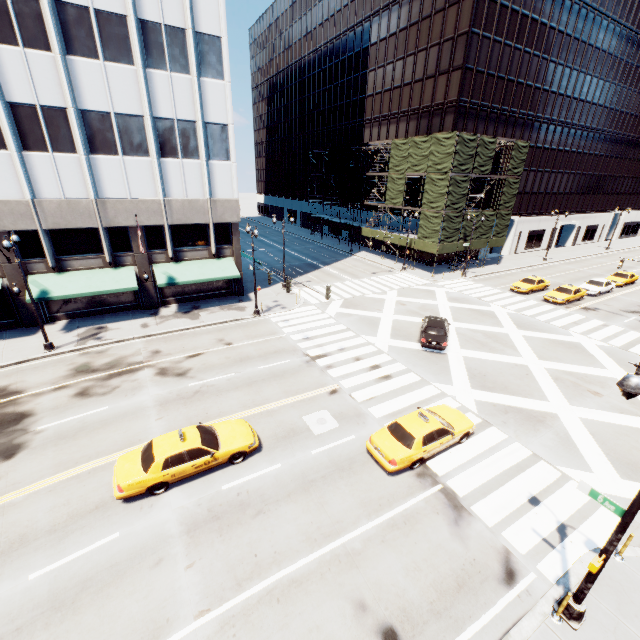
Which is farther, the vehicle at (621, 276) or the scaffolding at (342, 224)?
the scaffolding at (342, 224)

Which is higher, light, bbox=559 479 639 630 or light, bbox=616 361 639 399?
light, bbox=616 361 639 399

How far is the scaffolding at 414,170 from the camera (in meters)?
36.03

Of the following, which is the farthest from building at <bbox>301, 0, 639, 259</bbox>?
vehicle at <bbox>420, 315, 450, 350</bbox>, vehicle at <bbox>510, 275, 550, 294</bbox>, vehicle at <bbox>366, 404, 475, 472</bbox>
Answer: vehicle at <bbox>366, 404, 475, 472</bbox>

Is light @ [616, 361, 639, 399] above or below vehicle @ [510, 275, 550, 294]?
above

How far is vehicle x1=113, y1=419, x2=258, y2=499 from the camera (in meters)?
11.45

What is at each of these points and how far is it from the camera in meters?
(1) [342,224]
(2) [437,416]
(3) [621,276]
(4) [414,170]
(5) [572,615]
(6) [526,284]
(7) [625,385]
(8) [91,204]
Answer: (1) scaffolding, 54.8 m
(2) vehicle, 14.6 m
(3) vehicle, 38.5 m
(4) scaffolding, 39.5 m
(5) light, 8.6 m
(6) vehicle, 34.8 m
(7) light, 6.7 m
(8) building, 23.0 m

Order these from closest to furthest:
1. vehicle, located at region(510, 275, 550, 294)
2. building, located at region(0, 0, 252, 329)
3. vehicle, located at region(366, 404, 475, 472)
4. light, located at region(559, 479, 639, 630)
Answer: light, located at region(559, 479, 639, 630)
vehicle, located at region(366, 404, 475, 472)
building, located at region(0, 0, 252, 329)
vehicle, located at region(510, 275, 550, 294)
